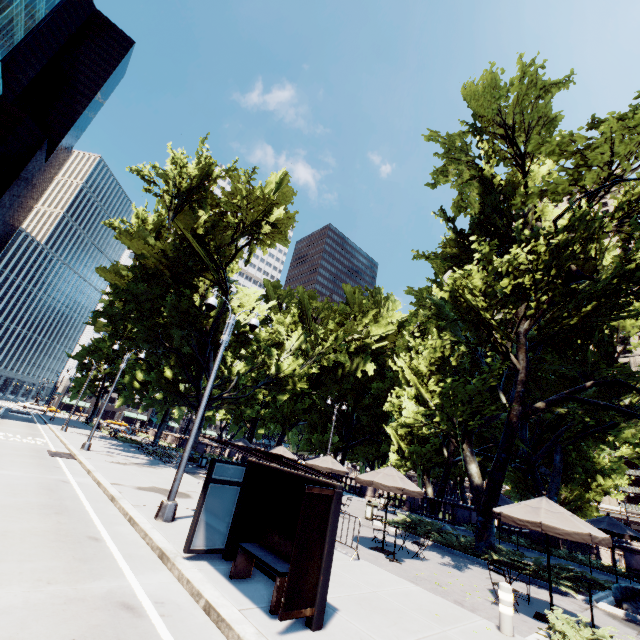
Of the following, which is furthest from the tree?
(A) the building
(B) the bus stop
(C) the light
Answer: (A) the building

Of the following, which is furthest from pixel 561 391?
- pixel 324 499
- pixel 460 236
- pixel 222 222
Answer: pixel 222 222

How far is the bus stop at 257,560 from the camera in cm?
539

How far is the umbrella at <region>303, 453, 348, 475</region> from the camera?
19.0 meters

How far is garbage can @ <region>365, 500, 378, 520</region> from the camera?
19.0 meters

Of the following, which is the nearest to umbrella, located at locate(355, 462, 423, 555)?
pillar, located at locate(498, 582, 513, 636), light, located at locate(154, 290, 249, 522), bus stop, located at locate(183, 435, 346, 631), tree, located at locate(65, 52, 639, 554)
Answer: tree, located at locate(65, 52, 639, 554)

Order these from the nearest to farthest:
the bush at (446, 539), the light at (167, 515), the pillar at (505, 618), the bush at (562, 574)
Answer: the pillar at (505, 618)
the light at (167, 515)
the bush at (562, 574)
the bush at (446, 539)

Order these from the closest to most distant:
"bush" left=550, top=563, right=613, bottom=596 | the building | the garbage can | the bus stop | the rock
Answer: the bus stop < the rock < "bush" left=550, top=563, right=613, bottom=596 < the garbage can < the building
